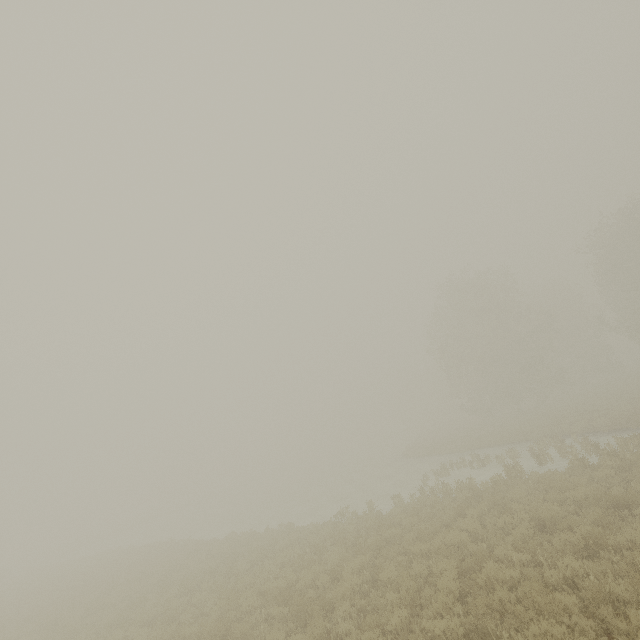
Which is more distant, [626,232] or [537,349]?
[537,349]
